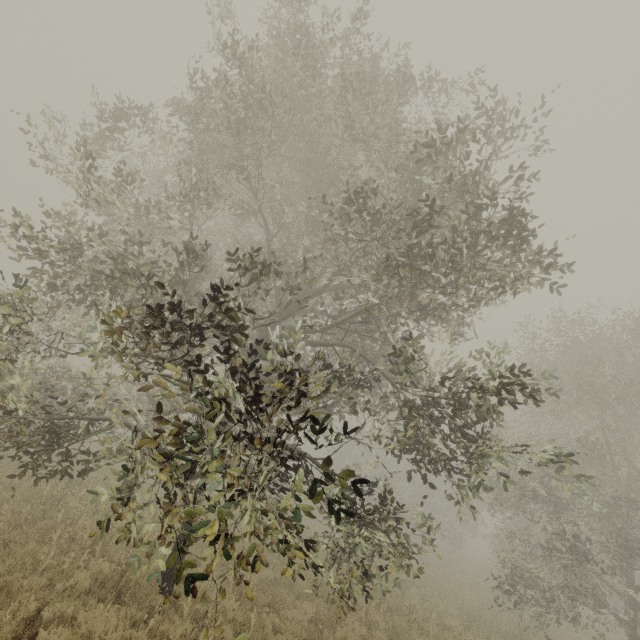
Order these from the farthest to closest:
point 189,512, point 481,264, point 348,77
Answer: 1. point 348,77
2. point 481,264
3. point 189,512

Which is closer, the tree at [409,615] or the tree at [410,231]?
the tree at [410,231]

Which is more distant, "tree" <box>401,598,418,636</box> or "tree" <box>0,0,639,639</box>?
"tree" <box>401,598,418,636</box>

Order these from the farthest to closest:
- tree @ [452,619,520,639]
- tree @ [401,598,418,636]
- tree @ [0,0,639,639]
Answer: tree @ [452,619,520,639]
tree @ [401,598,418,636]
tree @ [0,0,639,639]

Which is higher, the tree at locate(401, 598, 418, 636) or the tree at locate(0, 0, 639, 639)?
the tree at locate(0, 0, 639, 639)

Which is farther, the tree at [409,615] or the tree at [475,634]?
the tree at [475,634]

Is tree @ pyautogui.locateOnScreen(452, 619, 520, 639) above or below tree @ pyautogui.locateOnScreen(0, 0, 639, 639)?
below
